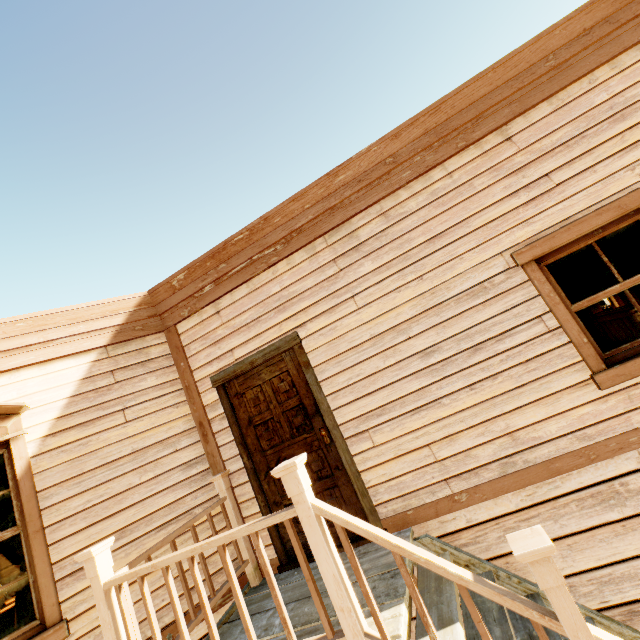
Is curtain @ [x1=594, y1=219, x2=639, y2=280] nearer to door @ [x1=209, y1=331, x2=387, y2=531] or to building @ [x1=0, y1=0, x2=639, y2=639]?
building @ [x1=0, y1=0, x2=639, y2=639]

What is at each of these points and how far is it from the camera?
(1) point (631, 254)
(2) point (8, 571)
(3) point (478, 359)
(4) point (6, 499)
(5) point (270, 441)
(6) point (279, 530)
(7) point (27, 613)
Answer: (1) curtain, 2.9 meters
(2) building, 4.8 meters
(3) building, 3.0 meters
(4) curtain, 3.2 meters
(5) door, 3.5 meters
(6) door, 3.4 meters
(7) curtain, 2.9 meters

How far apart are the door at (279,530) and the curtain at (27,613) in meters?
2.0

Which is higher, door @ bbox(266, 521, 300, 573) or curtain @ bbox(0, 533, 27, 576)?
curtain @ bbox(0, 533, 27, 576)

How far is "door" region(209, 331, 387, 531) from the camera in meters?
3.2 m
